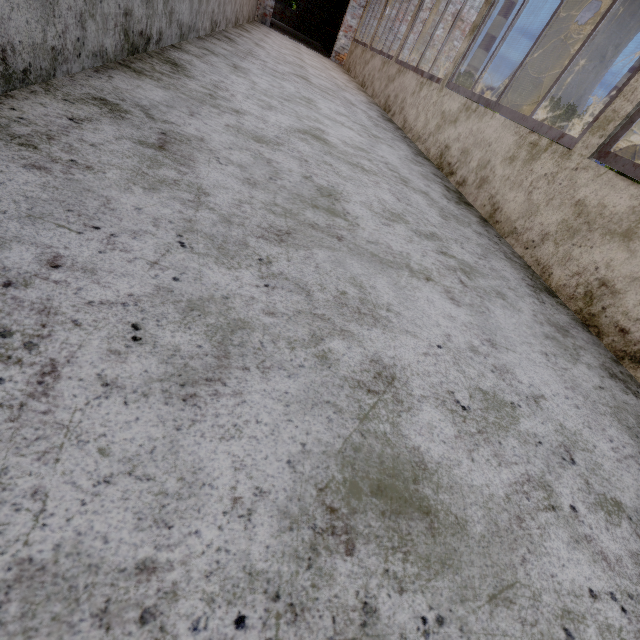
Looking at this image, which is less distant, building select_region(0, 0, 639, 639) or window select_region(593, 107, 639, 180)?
building select_region(0, 0, 639, 639)

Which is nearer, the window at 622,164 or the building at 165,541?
the building at 165,541

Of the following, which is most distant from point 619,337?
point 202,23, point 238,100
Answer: point 202,23

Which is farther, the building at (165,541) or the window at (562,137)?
the window at (562,137)

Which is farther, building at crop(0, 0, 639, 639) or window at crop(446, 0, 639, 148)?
window at crop(446, 0, 639, 148)

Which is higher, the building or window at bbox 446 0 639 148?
window at bbox 446 0 639 148

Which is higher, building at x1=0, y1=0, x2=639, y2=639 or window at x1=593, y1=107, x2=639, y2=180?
window at x1=593, y1=107, x2=639, y2=180
